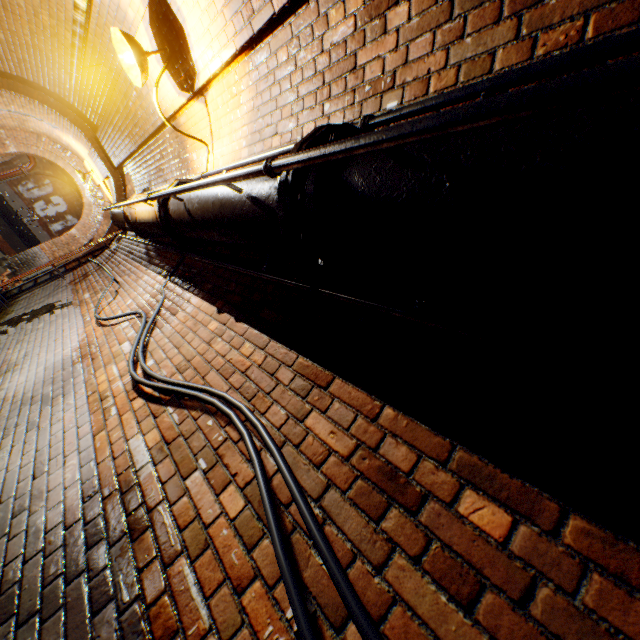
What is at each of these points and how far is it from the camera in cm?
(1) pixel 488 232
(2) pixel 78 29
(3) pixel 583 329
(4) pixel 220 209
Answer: (1) pipe, 69
(2) pipe, 384
(3) building tunnel, 100
(4) pipe, 179

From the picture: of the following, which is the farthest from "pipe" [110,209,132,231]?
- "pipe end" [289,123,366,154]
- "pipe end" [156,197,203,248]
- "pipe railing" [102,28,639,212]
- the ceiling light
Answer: "pipe end" [289,123,366,154]

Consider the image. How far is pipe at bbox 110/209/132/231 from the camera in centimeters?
480cm

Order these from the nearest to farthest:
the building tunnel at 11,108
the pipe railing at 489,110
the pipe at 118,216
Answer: the pipe railing at 489,110 → the pipe at 118,216 → the building tunnel at 11,108

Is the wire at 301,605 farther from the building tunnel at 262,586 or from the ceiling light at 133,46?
the ceiling light at 133,46

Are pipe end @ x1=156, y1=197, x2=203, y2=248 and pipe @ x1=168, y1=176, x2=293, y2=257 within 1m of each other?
yes

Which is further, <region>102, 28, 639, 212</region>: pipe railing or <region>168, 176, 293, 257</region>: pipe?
<region>168, 176, 293, 257</region>: pipe

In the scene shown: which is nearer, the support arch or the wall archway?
the wall archway
